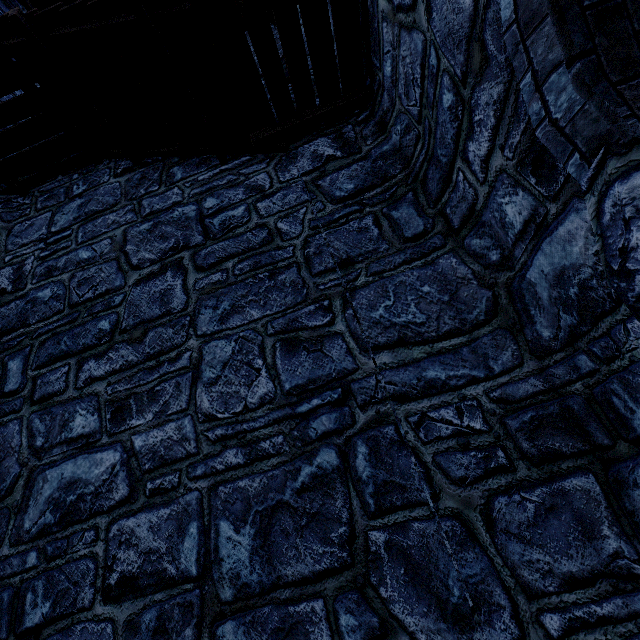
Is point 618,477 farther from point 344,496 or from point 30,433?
point 30,433
